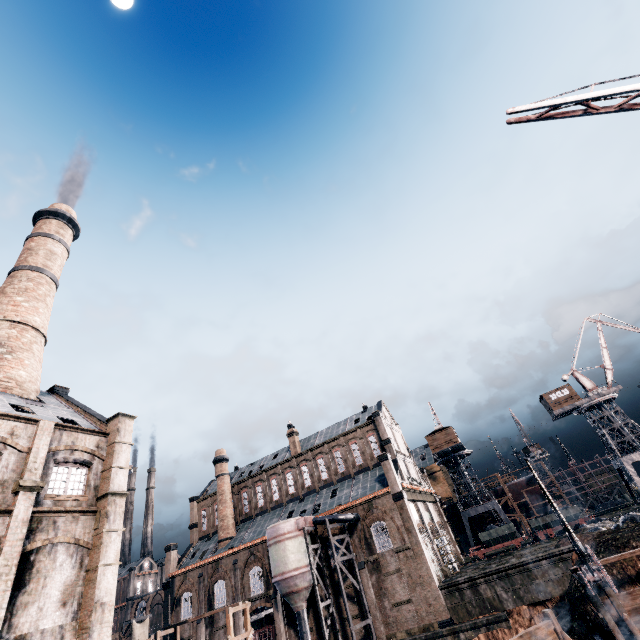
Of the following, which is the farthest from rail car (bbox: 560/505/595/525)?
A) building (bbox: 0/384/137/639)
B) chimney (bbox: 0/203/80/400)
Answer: chimney (bbox: 0/203/80/400)

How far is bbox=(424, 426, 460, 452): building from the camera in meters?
55.3 m

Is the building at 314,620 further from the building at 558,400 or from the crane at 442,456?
the building at 558,400

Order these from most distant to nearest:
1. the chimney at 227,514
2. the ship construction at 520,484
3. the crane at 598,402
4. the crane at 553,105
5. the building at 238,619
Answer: the ship construction at 520,484, the chimney at 227,514, the crane at 598,402, the building at 238,619, the crane at 553,105

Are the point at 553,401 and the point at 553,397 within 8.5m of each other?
yes

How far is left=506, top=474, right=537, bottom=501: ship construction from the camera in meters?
57.9

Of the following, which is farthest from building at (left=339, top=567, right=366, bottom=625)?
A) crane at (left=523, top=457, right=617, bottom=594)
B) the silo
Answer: crane at (left=523, top=457, right=617, bottom=594)
